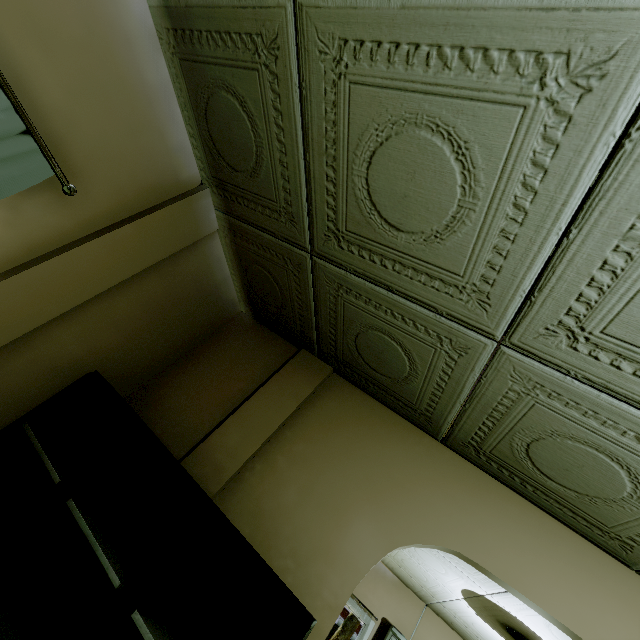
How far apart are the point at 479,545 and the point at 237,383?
1.7m

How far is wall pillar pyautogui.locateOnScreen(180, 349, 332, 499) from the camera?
1.9m

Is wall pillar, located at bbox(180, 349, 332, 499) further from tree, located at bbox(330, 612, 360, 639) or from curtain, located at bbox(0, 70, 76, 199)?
tree, located at bbox(330, 612, 360, 639)

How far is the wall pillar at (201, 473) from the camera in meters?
1.9 m

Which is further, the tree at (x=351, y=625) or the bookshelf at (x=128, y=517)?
the tree at (x=351, y=625)

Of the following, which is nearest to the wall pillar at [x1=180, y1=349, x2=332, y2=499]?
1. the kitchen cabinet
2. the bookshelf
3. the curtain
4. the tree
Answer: the bookshelf

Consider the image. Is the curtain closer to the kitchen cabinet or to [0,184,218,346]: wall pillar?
[0,184,218,346]: wall pillar

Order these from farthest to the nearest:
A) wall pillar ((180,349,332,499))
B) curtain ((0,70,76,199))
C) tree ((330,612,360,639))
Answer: tree ((330,612,360,639)) → wall pillar ((180,349,332,499)) → curtain ((0,70,76,199))
